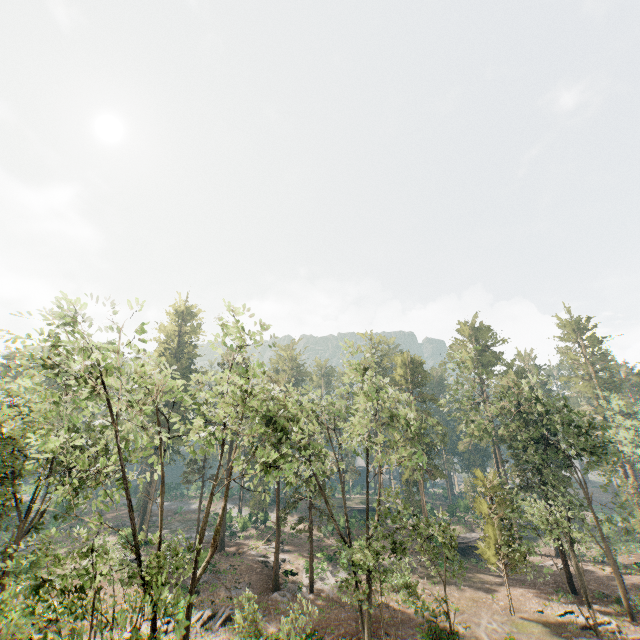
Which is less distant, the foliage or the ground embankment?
the foliage

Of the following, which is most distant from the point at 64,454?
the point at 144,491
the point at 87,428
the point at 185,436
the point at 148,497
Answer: the point at 144,491

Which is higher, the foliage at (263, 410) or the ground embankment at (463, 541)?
the foliage at (263, 410)

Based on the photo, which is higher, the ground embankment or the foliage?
the foliage

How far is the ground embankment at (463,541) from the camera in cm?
4166

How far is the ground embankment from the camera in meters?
41.7 m
